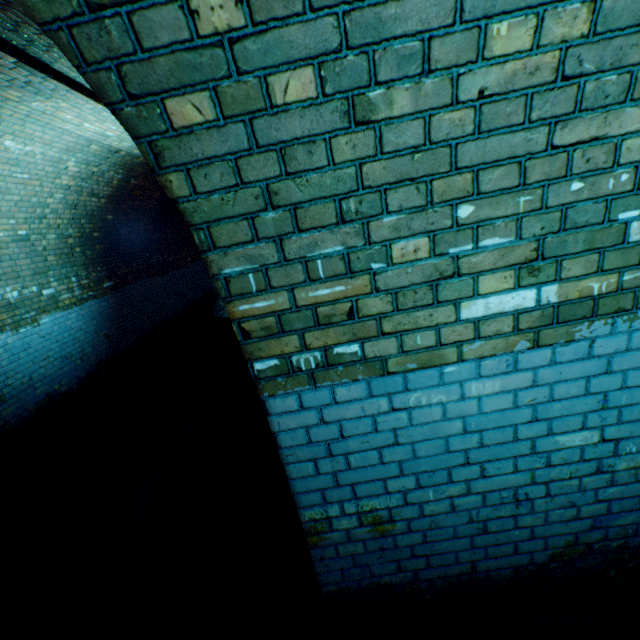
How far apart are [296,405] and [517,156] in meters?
1.2
